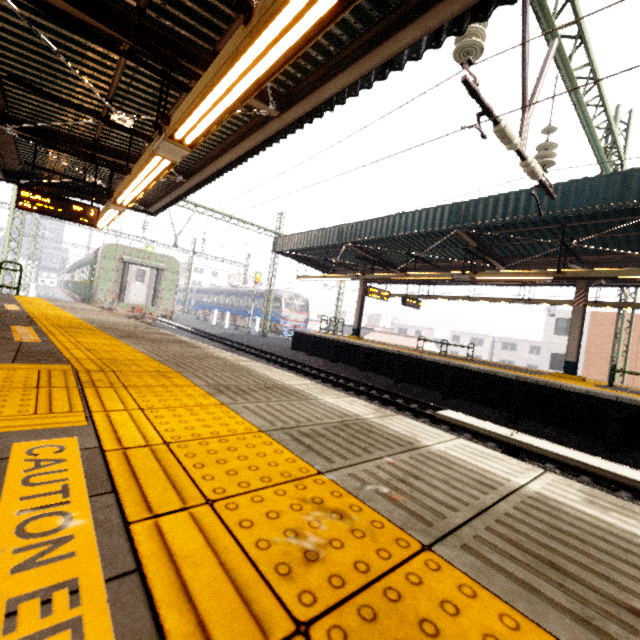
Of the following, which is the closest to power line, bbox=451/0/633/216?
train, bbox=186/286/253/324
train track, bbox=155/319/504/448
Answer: train track, bbox=155/319/504/448

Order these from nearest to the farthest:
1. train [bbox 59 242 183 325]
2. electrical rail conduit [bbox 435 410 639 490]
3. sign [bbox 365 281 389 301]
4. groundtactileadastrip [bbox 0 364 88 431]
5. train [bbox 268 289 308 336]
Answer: groundtactileadastrip [bbox 0 364 88 431], electrical rail conduit [bbox 435 410 639 490], sign [bbox 365 281 389 301], train [bbox 59 242 183 325], train [bbox 268 289 308 336]

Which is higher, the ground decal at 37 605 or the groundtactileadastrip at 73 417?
the groundtactileadastrip at 73 417

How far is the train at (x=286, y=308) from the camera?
30.5 meters

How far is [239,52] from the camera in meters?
2.8 m

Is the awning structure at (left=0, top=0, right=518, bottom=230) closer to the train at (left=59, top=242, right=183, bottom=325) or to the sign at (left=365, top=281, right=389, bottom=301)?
the train at (left=59, top=242, right=183, bottom=325)

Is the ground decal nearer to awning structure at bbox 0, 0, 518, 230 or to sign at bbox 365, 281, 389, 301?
awning structure at bbox 0, 0, 518, 230

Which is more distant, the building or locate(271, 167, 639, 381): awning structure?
the building
